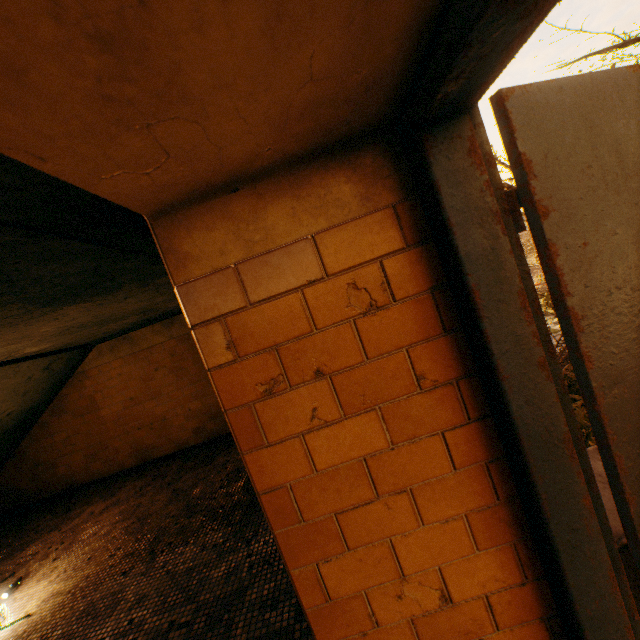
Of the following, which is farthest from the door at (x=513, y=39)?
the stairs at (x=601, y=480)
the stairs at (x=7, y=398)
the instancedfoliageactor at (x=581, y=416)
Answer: the instancedfoliageactor at (x=581, y=416)

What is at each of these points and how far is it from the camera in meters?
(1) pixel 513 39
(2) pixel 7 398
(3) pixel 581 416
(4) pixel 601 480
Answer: (1) door, 0.6
(2) stairs, 4.6
(3) instancedfoliageactor, 4.9
(4) stairs, 1.6

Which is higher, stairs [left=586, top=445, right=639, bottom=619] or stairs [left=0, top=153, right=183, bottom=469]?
stairs [left=0, top=153, right=183, bottom=469]

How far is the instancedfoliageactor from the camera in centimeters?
440cm

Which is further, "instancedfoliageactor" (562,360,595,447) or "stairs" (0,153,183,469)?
"instancedfoliageactor" (562,360,595,447)

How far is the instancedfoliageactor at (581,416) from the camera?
4.4m

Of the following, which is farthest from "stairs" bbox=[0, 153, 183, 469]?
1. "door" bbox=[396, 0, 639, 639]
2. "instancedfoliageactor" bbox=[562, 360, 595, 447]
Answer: "instancedfoliageactor" bbox=[562, 360, 595, 447]

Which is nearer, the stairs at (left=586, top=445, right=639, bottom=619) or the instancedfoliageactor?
the stairs at (left=586, top=445, right=639, bottom=619)
